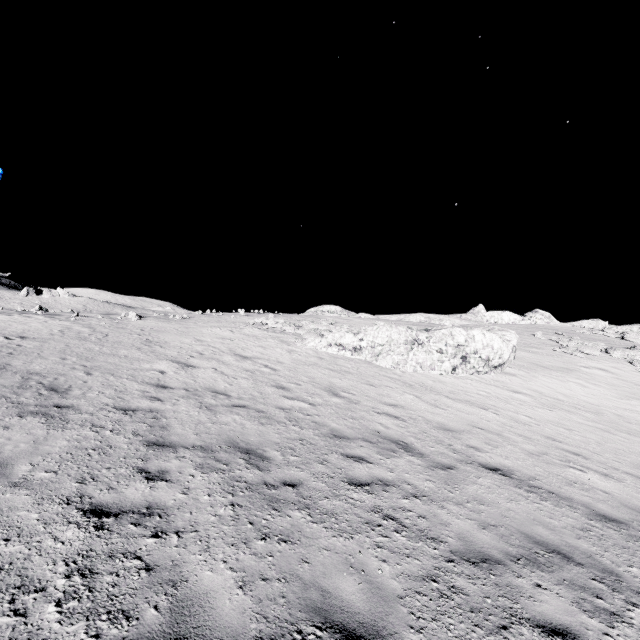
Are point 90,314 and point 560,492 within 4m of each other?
no
